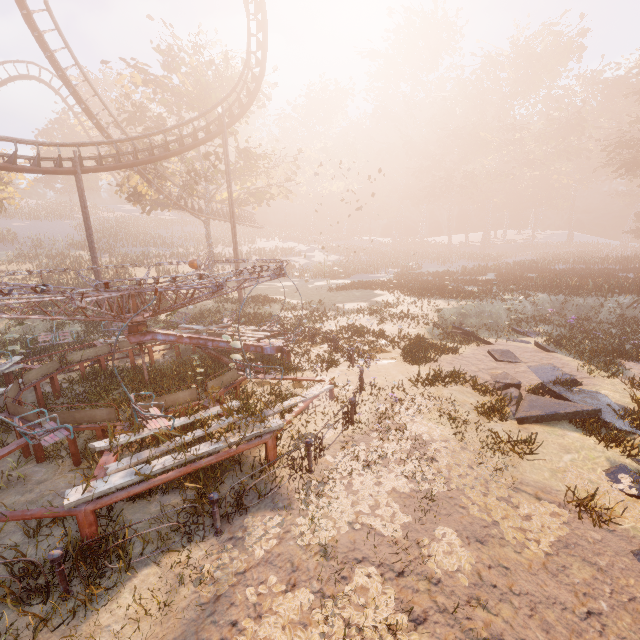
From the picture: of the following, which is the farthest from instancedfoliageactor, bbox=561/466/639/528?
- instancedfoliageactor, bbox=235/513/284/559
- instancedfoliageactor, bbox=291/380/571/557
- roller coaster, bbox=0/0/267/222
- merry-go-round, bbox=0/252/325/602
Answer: roller coaster, bbox=0/0/267/222

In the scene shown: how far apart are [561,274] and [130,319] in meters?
34.3

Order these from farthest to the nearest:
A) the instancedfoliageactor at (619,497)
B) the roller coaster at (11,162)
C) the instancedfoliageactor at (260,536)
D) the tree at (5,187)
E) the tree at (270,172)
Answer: the tree at (5,187), the tree at (270,172), the roller coaster at (11,162), the instancedfoliageactor at (619,497), the instancedfoliageactor at (260,536)

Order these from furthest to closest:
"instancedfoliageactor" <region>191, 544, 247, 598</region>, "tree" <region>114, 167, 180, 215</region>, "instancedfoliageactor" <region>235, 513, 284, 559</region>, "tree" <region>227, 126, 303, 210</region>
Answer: "tree" <region>227, 126, 303, 210</region>, "tree" <region>114, 167, 180, 215</region>, "instancedfoliageactor" <region>235, 513, 284, 559</region>, "instancedfoliageactor" <region>191, 544, 247, 598</region>

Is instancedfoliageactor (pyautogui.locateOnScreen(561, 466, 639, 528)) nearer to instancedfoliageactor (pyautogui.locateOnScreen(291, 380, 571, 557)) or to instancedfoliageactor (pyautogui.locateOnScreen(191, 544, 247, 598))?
instancedfoliageactor (pyautogui.locateOnScreen(291, 380, 571, 557))

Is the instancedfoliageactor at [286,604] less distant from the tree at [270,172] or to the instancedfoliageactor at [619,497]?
the instancedfoliageactor at [619,497]

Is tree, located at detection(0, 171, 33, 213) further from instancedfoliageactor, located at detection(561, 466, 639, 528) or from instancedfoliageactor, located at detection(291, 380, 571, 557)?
instancedfoliageactor, located at detection(561, 466, 639, 528)

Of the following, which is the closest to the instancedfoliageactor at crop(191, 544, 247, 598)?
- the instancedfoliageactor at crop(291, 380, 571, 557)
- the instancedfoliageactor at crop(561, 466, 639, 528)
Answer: Result: the instancedfoliageactor at crop(291, 380, 571, 557)
